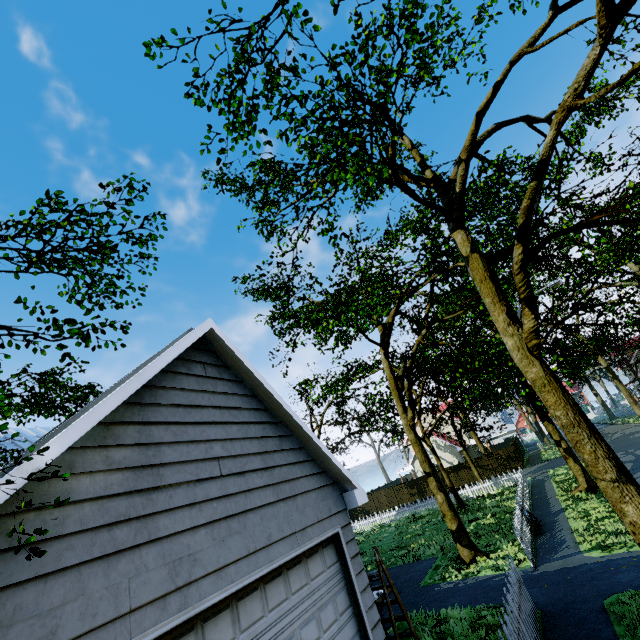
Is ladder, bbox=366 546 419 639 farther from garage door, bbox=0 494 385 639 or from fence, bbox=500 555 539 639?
fence, bbox=500 555 539 639

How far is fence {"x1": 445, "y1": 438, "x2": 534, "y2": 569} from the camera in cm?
1068

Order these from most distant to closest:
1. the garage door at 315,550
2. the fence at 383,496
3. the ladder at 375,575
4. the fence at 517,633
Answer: the fence at 383,496
the ladder at 375,575
the fence at 517,633
the garage door at 315,550

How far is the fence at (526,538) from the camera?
10.7 meters

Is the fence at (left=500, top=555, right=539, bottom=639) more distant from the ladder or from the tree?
the ladder

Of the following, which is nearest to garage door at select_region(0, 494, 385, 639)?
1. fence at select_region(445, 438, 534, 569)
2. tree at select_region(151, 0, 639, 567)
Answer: tree at select_region(151, 0, 639, 567)

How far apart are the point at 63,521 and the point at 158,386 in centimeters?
173cm
